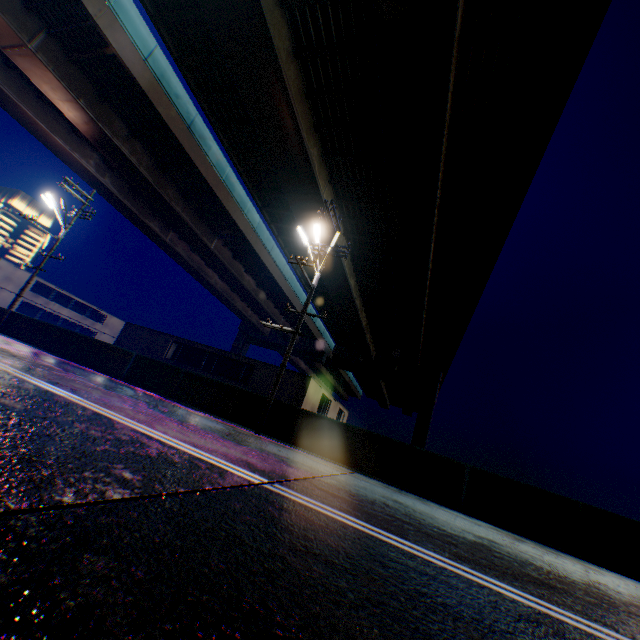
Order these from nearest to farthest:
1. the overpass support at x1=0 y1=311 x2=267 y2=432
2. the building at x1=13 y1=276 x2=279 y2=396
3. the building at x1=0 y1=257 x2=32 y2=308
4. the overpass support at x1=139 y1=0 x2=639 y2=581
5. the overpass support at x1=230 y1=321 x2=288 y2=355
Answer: the overpass support at x1=139 y1=0 x2=639 y2=581 < the overpass support at x1=0 y1=311 x2=267 y2=432 < the building at x1=13 y1=276 x2=279 y2=396 < the building at x1=0 y1=257 x2=32 y2=308 < the overpass support at x1=230 y1=321 x2=288 y2=355

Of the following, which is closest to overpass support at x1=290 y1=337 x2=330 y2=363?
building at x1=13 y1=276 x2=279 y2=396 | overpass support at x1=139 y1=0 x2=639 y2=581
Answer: overpass support at x1=139 y1=0 x2=639 y2=581

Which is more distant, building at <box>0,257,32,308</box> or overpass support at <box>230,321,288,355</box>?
overpass support at <box>230,321,288,355</box>

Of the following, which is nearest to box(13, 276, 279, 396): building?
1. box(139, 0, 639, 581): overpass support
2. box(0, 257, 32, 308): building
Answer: box(0, 257, 32, 308): building

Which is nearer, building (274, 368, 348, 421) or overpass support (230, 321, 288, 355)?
building (274, 368, 348, 421)

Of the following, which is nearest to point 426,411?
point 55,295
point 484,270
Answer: point 484,270

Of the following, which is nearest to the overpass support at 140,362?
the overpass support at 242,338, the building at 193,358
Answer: the overpass support at 242,338

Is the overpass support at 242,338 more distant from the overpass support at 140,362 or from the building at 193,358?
the building at 193,358
